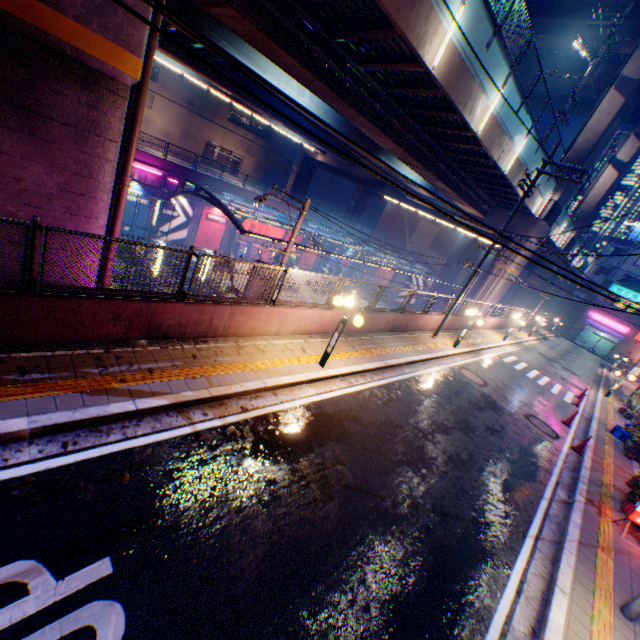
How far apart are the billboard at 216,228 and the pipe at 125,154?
24.0m

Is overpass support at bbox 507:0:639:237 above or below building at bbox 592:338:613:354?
above

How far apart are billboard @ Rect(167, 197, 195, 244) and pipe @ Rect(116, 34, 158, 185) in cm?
2240

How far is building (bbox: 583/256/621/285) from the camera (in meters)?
46.75

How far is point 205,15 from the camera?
13.4m

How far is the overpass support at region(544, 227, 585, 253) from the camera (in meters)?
34.22

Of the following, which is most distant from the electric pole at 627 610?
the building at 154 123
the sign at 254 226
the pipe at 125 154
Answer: the building at 154 123

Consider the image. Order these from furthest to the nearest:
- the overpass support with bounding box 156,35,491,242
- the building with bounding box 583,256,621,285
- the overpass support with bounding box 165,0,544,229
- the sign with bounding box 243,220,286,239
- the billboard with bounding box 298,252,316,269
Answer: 1. the building with bounding box 583,256,621,285
2. the billboard with bounding box 298,252,316,269
3. the sign with bounding box 243,220,286,239
4. the overpass support with bounding box 156,35,491,242
5. the overpass support with bounding box 165,0,544,229
